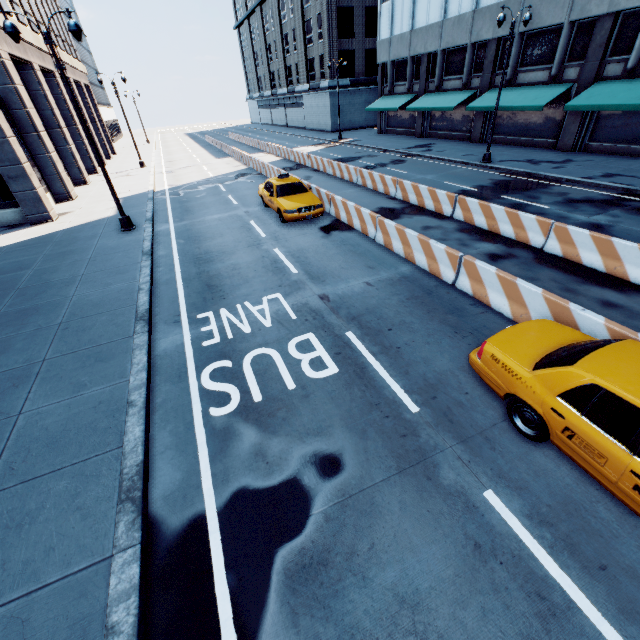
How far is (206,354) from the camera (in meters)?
7.21

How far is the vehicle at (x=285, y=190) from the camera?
13.6m

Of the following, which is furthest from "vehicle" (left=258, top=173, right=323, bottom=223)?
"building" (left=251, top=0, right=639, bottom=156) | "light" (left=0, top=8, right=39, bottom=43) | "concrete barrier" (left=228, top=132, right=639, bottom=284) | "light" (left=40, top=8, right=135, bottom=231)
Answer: "building" (left=251, top=0, right=639, bottom=156)

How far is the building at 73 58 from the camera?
31.05m

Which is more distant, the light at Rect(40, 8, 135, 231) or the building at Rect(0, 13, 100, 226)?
the building at Rect(0, 13, 100, 226)

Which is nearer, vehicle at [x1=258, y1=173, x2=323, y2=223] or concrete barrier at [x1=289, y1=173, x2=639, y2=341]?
concrete barrier at [x1=289, y1=173, x2=639, y2=341]

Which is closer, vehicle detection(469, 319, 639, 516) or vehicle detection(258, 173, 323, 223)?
vehicle detection(469, 319, 639, 516)

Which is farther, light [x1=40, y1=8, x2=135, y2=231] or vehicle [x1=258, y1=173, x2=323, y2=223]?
vehicle [x1=258, y1=173, x2=323, y2=223]
